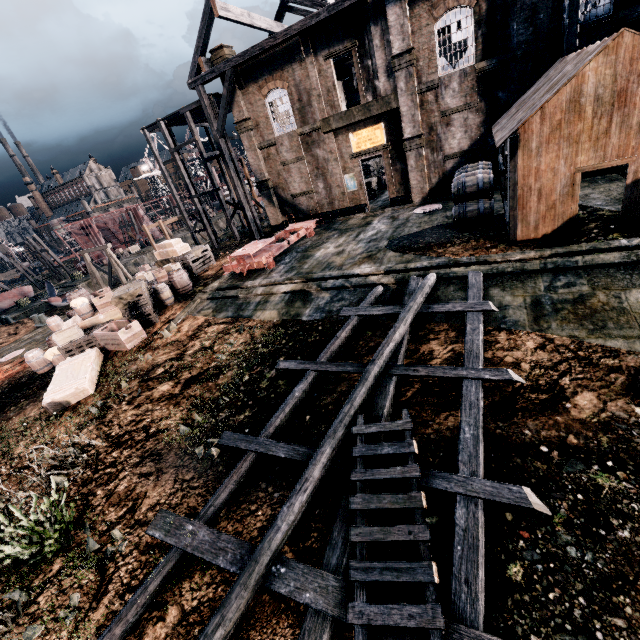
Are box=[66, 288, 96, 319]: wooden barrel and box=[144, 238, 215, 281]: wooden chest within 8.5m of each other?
yes

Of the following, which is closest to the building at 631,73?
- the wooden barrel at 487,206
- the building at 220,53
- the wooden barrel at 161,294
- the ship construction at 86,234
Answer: the wooden barrel at 161,294

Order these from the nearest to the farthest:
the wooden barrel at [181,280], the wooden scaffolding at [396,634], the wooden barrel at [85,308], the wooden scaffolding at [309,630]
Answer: the wooden scaffolding at [396,634] → the wooden scaffolding at [309,630] → the wooden barrel at [85,308] → the wooden barrel at [181,280]

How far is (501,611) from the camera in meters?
4.5

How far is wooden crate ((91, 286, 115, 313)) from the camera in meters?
18.6

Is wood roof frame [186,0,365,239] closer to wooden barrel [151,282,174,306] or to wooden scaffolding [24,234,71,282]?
wooden barrel [151,282,174,306]

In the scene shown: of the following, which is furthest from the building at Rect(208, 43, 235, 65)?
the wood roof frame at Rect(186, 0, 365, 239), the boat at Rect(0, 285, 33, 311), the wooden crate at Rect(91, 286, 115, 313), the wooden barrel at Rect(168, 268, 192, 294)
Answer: the boat at Rect(0, 285, 33, 311)

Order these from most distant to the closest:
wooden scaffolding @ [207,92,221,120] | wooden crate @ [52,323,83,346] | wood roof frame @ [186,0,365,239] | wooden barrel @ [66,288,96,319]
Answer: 1. wooden scaffolding @ [207,92,221,120]
2. wood roof frame @ [186,0,365,239]
3. wooden barrel @ [66,288,96,319]
4. wooden crate @ [52,323,83,346]
